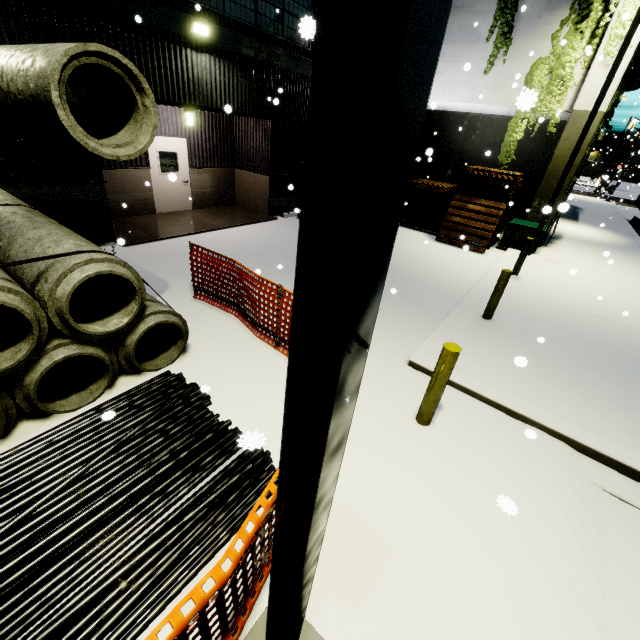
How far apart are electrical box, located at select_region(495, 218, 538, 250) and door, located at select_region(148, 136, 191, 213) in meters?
12.4 m

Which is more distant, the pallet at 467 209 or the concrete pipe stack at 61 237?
the pallet at 467 209

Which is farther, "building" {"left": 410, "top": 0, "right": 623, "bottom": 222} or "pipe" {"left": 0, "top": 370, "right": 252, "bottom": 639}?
"building" {"left": 410, "top": 0, "right": 623, "bottom": 222}

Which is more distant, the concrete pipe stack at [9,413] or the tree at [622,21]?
the tree at [622,21]

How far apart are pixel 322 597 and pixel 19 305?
3.9m

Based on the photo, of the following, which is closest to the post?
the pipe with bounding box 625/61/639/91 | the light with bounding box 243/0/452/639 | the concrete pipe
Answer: the light with bounding box 243/0/452/639

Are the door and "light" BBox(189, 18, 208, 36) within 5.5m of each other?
yes

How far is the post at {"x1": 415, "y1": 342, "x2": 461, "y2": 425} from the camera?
3.89m
